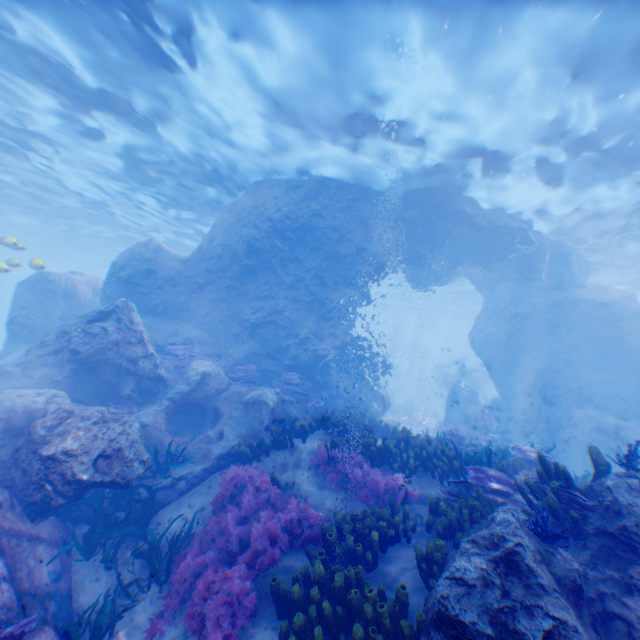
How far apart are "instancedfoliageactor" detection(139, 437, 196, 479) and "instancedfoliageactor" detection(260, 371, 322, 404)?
4.3m

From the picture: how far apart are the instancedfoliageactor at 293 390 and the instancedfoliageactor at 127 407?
4.9 meters

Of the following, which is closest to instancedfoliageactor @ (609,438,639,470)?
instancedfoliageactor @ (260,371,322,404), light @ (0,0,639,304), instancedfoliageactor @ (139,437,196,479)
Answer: instancedfoliageactor @ (139,437,196,479)

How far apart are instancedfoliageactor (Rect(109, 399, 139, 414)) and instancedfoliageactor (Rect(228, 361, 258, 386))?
3.6m

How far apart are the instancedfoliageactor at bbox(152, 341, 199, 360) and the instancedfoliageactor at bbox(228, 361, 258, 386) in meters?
1.3 m

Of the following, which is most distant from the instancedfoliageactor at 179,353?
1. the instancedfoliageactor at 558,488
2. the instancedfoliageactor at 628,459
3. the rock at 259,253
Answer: the instancedfoliageactor at 628,459

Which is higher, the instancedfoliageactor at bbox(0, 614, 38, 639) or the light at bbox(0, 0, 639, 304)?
the light at bbox(0, 0, 639, 304)

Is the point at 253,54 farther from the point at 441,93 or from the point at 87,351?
the point at 87,351
